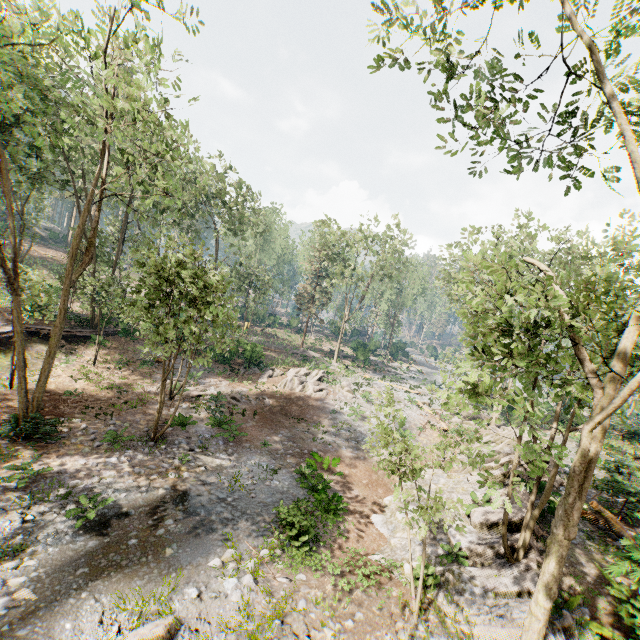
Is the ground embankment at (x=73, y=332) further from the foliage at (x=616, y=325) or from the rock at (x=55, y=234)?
the rock at (x=55, y=234)

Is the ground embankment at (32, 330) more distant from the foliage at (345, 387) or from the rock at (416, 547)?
the rock at (416, 547)

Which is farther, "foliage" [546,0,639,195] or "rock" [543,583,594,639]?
"rock" [543,583,594,639]

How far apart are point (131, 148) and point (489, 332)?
33.4 meters

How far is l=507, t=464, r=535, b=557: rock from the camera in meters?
10.1

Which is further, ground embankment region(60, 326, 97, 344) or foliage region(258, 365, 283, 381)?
foliage region(258, 365, 283, 381)

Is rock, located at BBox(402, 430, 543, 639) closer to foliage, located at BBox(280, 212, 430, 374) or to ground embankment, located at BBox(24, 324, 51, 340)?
foliage, located at BBox(280, 212, 430, 374)
